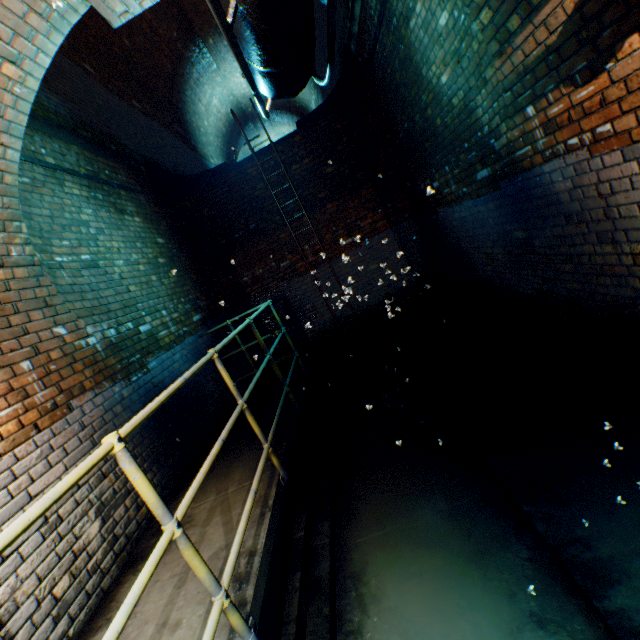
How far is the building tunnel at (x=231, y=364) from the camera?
6.0 meters

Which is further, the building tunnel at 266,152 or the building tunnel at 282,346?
the building tunnel at 282,346

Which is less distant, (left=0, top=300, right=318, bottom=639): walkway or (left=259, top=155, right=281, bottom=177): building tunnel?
(left=0, top=300, right=318, bottom=639): walkway

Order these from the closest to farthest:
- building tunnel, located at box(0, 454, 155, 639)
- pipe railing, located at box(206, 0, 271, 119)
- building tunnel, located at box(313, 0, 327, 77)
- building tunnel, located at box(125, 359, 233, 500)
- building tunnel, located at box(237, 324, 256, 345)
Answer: pipe railing, located at box(206, 0, 271, 119) → building tunnel, located at box(0, 454, 155, 639) → building tunnel, located at box(125, 359, 233, 500) → building tunnel, located at box(313, 0, 327, 77) → building tunnel, located at box(237, 324, 256, 345)

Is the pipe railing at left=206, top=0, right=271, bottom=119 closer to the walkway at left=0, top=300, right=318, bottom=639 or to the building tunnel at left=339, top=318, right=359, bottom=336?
the building tunnel at left=339, top=318, right=359, bottom=336

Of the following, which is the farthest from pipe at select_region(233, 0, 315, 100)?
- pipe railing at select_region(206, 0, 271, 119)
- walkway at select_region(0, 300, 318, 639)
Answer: walkway at select_region(0, 300, 318, 639)

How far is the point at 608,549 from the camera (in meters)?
1.98

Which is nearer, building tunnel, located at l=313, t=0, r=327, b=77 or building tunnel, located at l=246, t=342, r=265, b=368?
building tunnel, located at l=313, t=0, r=327, b=77
